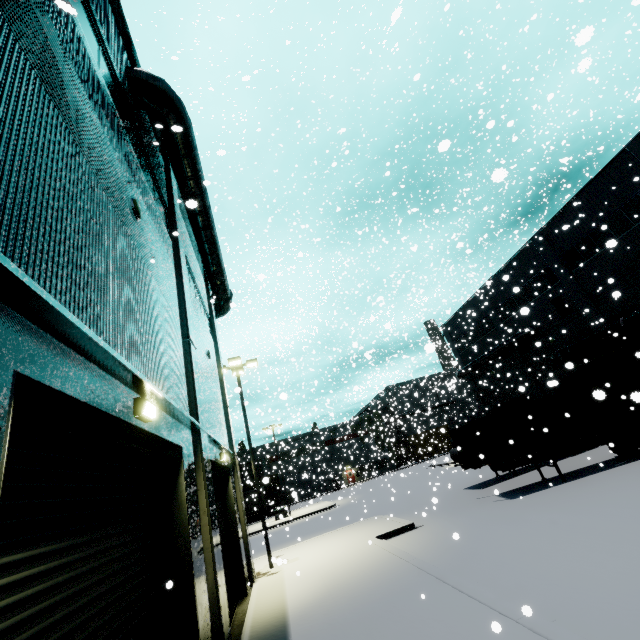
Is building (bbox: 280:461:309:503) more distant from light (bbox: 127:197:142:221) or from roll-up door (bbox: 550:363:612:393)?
light (bbox: 127:197:142:221)

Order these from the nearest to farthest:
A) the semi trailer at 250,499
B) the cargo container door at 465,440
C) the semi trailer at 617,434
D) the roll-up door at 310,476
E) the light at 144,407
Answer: the light at 144,407 < the semi trailer at 617,434 < the cargo container door at 465,440 < the semi trailer at 250,499 < the roll-up door at 310,476

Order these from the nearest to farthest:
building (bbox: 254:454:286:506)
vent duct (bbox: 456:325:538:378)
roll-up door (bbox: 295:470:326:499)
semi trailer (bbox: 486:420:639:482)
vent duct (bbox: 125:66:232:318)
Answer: vent duct (bbox: 125:66:232:318)
semi trailer (bbox: 486:420:639:482)
vent duct (bbox: 456:325:538:378)
roll-up door (bbox: 295:470:326:499)
building (bbox: 254:454:286:506)

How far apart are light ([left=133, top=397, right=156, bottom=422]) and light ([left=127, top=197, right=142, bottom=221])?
3.7m

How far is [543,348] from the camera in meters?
26.8

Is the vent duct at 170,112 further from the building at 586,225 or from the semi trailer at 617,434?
the semi trailer at 617,434

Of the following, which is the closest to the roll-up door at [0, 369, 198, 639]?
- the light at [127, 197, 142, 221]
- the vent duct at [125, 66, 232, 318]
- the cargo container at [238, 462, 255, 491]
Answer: the cargo container at [238, 462, 255, 491]

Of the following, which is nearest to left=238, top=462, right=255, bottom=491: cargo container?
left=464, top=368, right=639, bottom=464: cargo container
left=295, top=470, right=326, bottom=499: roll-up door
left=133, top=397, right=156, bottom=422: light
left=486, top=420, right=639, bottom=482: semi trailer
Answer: left=486, top=420, right=639, bottom=482: semi trailer
